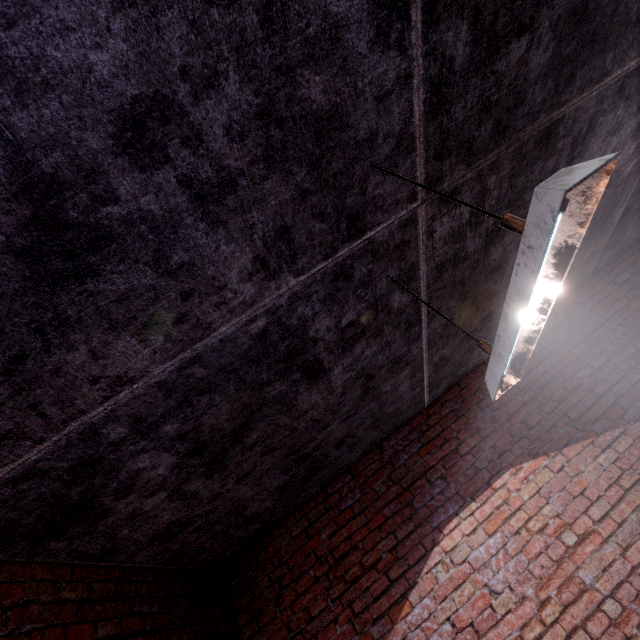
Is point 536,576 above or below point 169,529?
below

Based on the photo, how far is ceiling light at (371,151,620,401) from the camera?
0.83m

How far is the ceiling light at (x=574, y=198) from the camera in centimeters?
83cm
